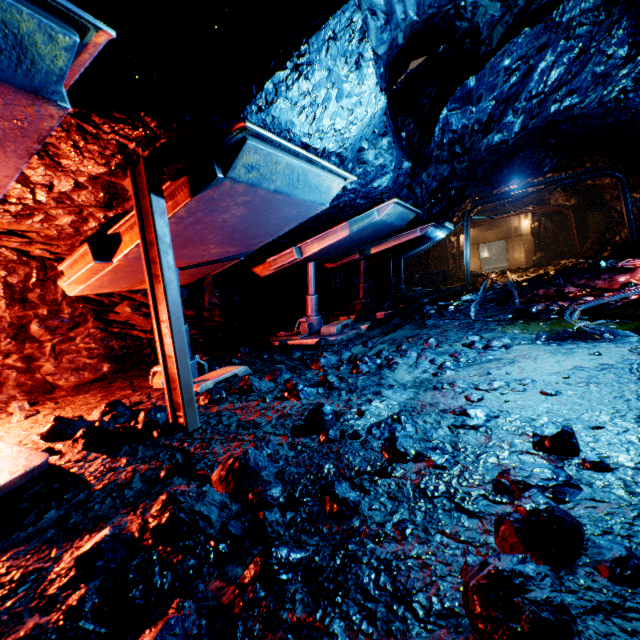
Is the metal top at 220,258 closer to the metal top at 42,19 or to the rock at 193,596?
the rock at 193,596

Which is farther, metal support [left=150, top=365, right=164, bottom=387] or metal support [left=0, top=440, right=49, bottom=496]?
metal support [left=150, top=365, right=164, bottom=387]

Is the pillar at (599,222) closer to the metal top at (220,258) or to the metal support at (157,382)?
the metal top at (220,258)

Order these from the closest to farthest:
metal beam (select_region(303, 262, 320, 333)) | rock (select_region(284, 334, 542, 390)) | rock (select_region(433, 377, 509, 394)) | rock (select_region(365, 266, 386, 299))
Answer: rock (select_region(433, 377, 509, 394)) → rock (select_region(284, 334, 542, 390)) → metal beam (select_region(303, 262, 320, 333)) → rock (select_region(365, 266, 386, 299))

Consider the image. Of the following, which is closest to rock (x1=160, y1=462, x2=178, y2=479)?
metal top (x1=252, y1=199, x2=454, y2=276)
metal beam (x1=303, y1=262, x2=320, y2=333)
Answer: metal top (x1=252, y1=199, x2=454, y2=276)

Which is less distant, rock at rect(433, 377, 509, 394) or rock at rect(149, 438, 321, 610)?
rock at rect(149, 438, 321, 610)

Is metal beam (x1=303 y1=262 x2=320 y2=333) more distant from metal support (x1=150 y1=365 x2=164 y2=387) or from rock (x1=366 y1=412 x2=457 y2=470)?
metal support (x1=150 y1=365 x2=164 y2=387)

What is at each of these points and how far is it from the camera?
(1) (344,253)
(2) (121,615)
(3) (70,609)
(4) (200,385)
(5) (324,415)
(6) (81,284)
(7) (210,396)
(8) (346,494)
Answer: (1) metal top, 7.0 meters
(2) rock, 1.2 meters
(3) rock, 1.2 meters
(4) metal support, 3.5 meters
(5) rock, 2.3 meters
(6) metal top, 3.4 meters
(7) rock, 3.0 meters
(8) rock, 1.6 meters
